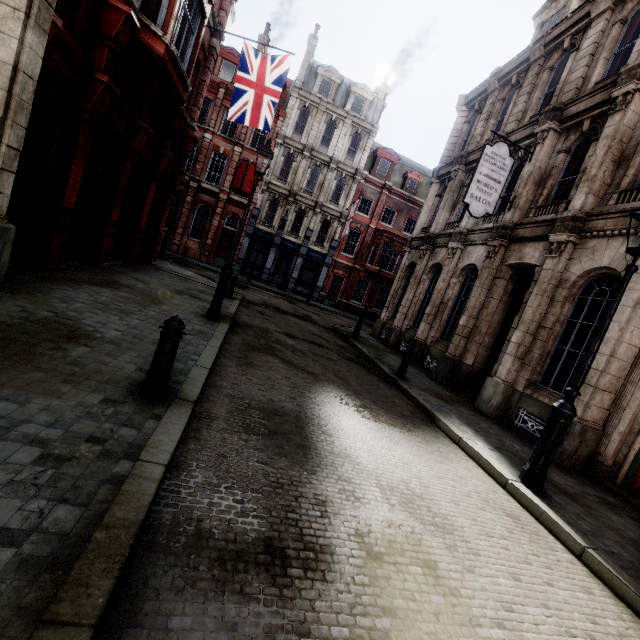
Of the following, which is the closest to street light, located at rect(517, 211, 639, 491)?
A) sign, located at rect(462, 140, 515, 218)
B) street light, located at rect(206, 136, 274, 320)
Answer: sign, located at rect(462, 140, 515, 218)

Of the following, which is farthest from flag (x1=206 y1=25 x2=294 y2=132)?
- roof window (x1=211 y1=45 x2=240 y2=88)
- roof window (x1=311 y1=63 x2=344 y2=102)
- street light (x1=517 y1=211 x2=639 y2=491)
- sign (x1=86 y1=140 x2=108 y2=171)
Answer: roof window (x1=311 y1=63 x2=344 y2=102)

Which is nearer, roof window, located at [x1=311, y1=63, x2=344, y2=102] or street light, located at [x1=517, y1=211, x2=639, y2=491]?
street light, located at [x1=517, y1=211, x2=639, y2=491]

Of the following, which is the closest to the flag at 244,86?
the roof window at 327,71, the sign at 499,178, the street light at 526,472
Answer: the sign at 499,178

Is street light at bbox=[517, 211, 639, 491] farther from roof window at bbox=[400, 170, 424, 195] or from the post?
roof window at bbox=[400, 170, 424, 195]

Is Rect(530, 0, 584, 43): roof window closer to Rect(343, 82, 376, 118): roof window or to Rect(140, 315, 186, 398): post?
Rect(343, 82, 376, 118): roof window

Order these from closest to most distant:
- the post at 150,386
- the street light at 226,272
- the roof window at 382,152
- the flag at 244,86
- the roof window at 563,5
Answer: the post at 150,386 → the street light at 226,272 → the flag at 244,86 → the roof window at 563,5 → the roof window at 382,152

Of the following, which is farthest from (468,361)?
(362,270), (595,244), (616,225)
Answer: (362,270)
